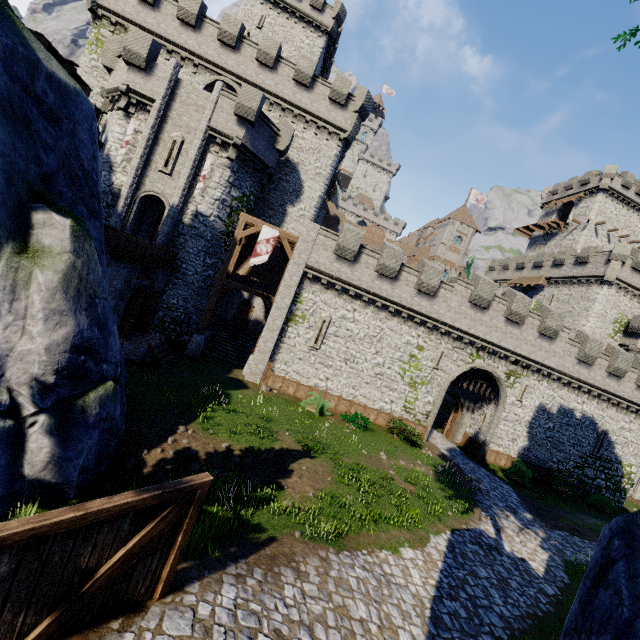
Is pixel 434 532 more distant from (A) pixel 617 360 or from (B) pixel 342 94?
(B) pixel 342 94

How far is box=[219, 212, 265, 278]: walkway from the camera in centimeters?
2045cm

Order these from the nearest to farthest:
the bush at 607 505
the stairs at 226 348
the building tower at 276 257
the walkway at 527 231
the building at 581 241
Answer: the bush at 607 505, the stairs at 226 348, the building tower at 276 257, the building at 581 241, the walkway at 527 231

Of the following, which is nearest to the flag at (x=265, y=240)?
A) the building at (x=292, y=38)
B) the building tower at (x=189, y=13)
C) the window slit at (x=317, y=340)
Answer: the window slit at (x=317, y=340)

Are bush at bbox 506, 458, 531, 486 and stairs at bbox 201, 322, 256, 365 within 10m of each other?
no

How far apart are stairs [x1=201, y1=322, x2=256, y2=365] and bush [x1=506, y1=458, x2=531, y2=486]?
19.7m

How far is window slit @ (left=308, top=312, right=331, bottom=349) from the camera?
21.2 meters

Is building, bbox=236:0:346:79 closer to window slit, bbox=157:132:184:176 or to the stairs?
window slit, bbox=157:132:184:176
